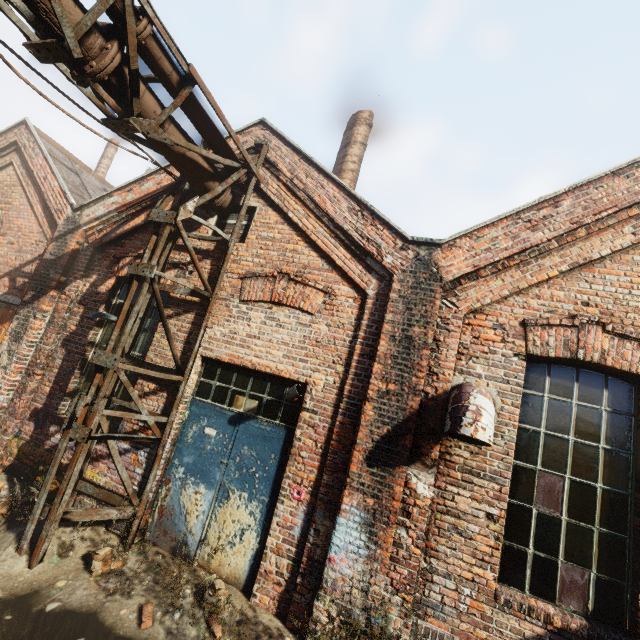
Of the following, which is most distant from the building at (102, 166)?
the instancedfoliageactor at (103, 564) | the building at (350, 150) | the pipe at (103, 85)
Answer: the instancedfoliageactor at (103, 564)

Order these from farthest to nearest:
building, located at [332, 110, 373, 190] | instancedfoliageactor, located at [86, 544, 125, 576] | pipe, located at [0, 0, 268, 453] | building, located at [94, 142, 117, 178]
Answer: building, located at [94, 142, 117, 178] < building, located at [332, 110, 373, 190] < instancedfoliageactor, located at [86, 544, 125, 576] < pipe, located at [0, 0, 268, 453]

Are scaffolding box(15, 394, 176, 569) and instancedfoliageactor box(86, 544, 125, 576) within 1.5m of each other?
yes

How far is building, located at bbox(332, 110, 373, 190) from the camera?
8.17m

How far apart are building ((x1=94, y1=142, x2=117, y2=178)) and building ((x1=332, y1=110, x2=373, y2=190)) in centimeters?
1502cm

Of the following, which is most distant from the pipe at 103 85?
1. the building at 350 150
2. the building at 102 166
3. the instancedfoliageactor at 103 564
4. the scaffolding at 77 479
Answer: the building at 102 166

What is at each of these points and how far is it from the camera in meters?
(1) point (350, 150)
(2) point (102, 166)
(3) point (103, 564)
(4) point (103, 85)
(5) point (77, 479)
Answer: (1) building, 8.4
(2) building, 17.4
(3) instancedfoliageactor, 4.0
(4) pipe, 3.7
(5) scaffolding, 5.0

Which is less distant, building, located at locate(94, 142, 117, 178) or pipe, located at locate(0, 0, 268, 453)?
pipe, located at locate(0, 0, 268, 453)
